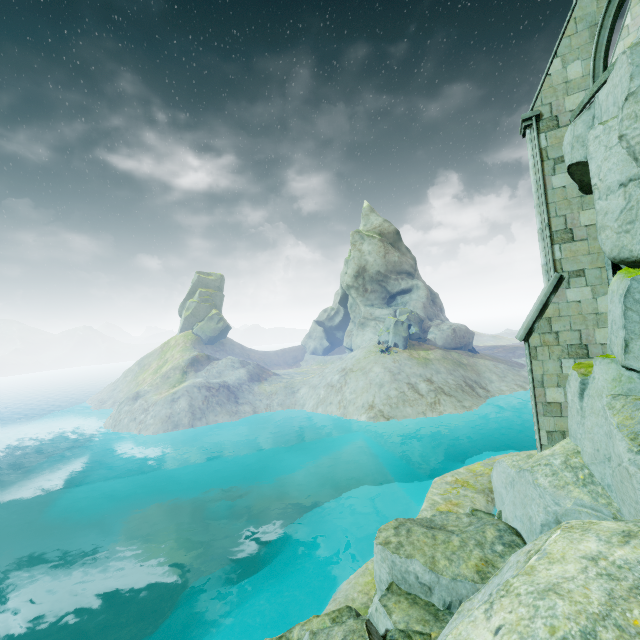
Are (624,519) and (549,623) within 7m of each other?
yes

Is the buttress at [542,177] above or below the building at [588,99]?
below

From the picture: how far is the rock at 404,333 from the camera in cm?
4294

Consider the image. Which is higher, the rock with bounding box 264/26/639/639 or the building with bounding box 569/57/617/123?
the building with bounding box 569/57/617/123

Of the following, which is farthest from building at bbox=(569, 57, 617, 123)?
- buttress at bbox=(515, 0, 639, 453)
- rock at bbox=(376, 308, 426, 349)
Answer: rock at bbox=(376, 308, 426, 349)

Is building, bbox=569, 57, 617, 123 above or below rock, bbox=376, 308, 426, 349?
above

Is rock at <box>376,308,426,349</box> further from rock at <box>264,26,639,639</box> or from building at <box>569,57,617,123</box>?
building at <box>569,57,617,123</box>

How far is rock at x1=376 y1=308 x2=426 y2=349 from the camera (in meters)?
42.94
